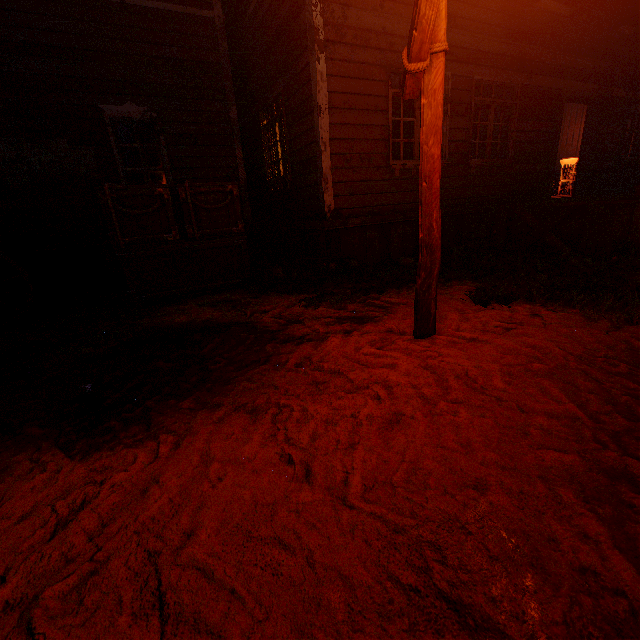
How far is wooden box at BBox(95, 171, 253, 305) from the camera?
4.8 meters

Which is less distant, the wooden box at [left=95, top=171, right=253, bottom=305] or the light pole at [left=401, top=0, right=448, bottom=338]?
the light pole at [left=401, top=0, right=448, bottom=338]

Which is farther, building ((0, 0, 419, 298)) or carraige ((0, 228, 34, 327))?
building ((0, 0, 419, 298))

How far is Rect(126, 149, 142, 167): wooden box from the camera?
7.20m

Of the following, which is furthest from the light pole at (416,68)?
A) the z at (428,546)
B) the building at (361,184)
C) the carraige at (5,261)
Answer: the carraige at (5,261)

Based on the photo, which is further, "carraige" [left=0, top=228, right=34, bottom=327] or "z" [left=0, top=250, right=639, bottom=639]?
"carraige" [left=0, top=228, right=34, bottom=327]

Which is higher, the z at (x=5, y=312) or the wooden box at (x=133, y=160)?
the wooden box at (x=133, y=160)

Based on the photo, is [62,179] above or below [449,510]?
above
